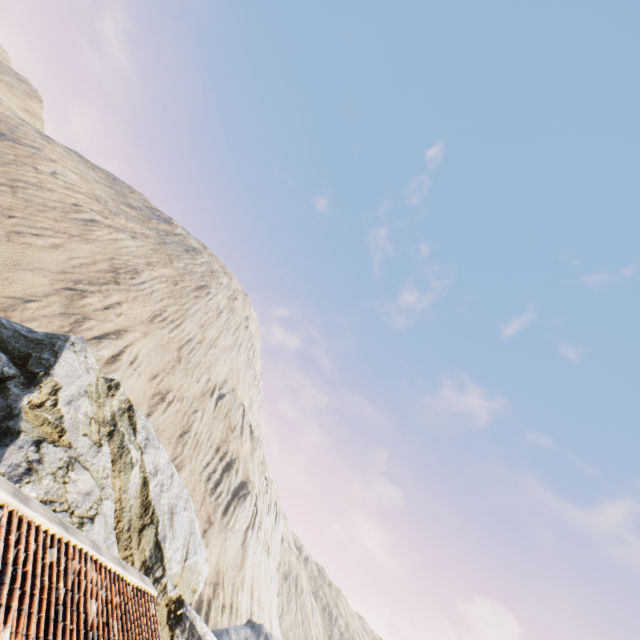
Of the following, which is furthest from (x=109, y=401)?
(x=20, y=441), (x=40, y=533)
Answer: (x=40, y=533)
